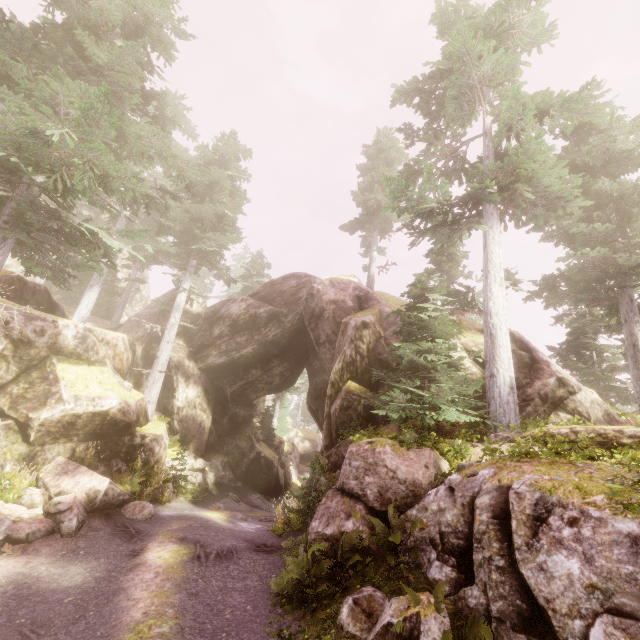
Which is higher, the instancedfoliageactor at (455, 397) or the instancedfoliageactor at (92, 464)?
the instancedfoliageactor at (455, 397)

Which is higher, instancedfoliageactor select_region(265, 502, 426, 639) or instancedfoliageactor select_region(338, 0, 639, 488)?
instancedfoliageactor select_region(338, 0, 639, 488)

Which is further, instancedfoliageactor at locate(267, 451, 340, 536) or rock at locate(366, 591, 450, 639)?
instancedfoliageactor at locate(267, 451, 340, 536)

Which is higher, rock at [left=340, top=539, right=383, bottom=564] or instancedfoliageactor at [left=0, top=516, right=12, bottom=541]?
rock at [left=340, top=539, right=383, bottom=564]

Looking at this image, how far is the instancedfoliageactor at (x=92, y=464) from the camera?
12.0 meters

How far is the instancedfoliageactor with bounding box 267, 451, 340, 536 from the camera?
10.7m

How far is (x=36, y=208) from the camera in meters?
10.2 m
